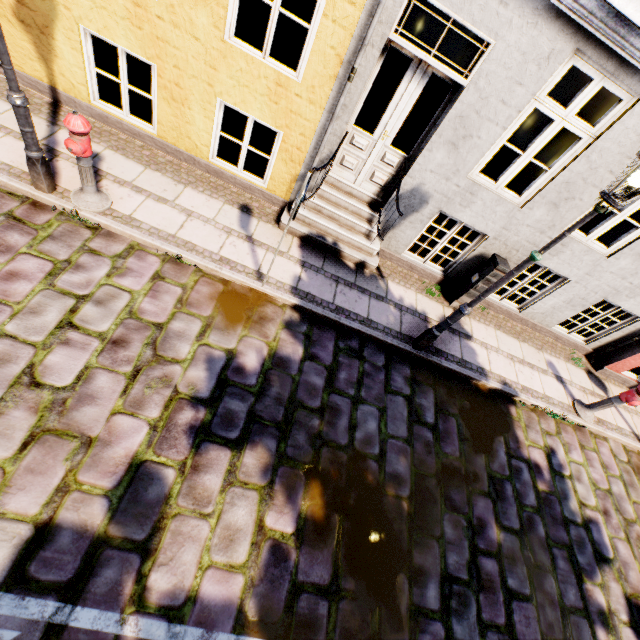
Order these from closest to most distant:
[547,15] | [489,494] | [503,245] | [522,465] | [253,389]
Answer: [547,15]
[253,389]
[489,494]
[522,465]
[503,245]

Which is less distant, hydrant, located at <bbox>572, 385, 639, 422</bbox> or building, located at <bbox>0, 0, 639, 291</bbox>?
building, located at <bbox>0, 0, 639, 291</bbox>

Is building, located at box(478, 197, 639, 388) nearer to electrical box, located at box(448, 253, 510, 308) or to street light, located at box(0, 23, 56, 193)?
electrical box, located at box(448, 253, 510, 308)

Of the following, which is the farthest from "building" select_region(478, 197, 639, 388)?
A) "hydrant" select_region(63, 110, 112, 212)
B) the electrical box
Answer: "hydrant" select_region(63, 110, 112, 212)

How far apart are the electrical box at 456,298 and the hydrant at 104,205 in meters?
6.2

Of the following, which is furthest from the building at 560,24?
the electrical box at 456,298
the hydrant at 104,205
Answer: the hydrant at 104,205

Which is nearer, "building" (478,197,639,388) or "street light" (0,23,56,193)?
"street light" (0,23,56,193)
